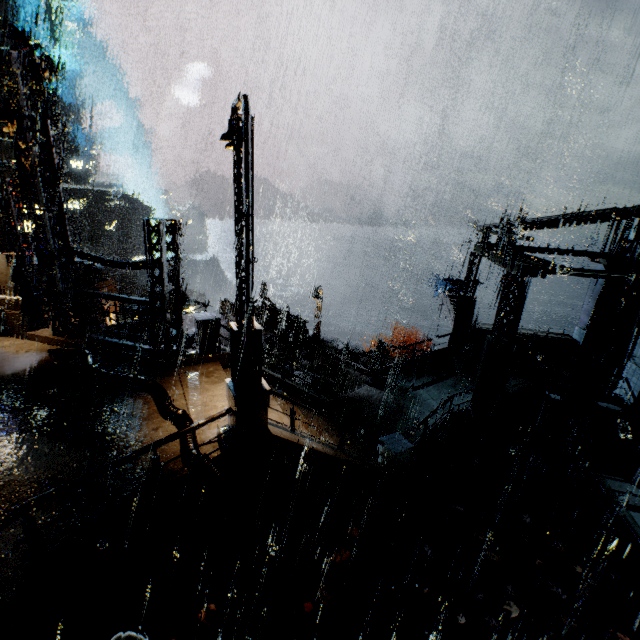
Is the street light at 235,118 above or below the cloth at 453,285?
above

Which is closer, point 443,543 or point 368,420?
point 443,543

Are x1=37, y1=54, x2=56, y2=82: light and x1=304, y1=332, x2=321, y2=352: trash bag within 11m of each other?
no

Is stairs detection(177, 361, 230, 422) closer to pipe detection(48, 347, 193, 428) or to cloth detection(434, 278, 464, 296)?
pipe detection(48, 347, 193, 428)

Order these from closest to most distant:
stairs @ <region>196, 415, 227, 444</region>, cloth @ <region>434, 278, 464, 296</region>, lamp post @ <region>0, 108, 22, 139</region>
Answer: stairs @ <region>196, 415, 227, 444</region>
lamp post @ <region>0, 108, 22, 139</region>
cloth @ <region>434, 278, 464, 296</region>

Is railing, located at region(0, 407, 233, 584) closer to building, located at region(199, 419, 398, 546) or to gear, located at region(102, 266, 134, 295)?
building, located at region(199, 419, 398, 546)

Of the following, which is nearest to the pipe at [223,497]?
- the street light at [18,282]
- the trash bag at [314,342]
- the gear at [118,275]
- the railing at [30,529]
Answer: the railing at [30,529]

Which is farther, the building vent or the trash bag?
the building vent
